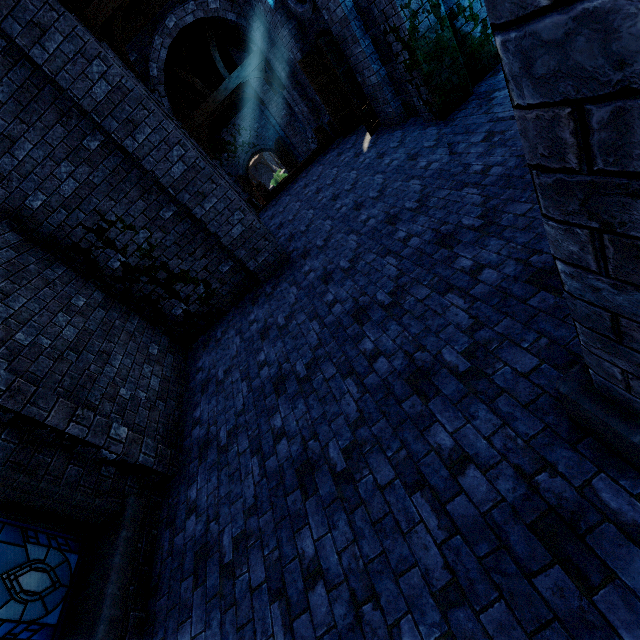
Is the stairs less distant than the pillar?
No

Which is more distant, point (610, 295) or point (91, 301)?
point (91, 301)

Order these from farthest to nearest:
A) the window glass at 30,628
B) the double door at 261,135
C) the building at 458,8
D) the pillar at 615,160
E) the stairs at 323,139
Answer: the double door at 261,135 → the stairs at 323,139 → the building at 458,8 → the window glass at 30,628 → the pillar at 615,160

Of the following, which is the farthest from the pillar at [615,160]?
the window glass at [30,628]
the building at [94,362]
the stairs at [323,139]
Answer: the stairs at [323,139]

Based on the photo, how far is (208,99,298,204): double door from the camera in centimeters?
2112cm

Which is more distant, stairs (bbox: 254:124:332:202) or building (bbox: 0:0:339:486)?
stairs (bbox: 254:124:332:202)

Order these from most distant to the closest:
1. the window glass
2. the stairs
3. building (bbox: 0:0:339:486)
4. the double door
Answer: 1. the double door
2. the stairs
3. building (bbox: 0:0:339:486)
4. the window glass

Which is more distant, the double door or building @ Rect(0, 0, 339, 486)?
the double door
